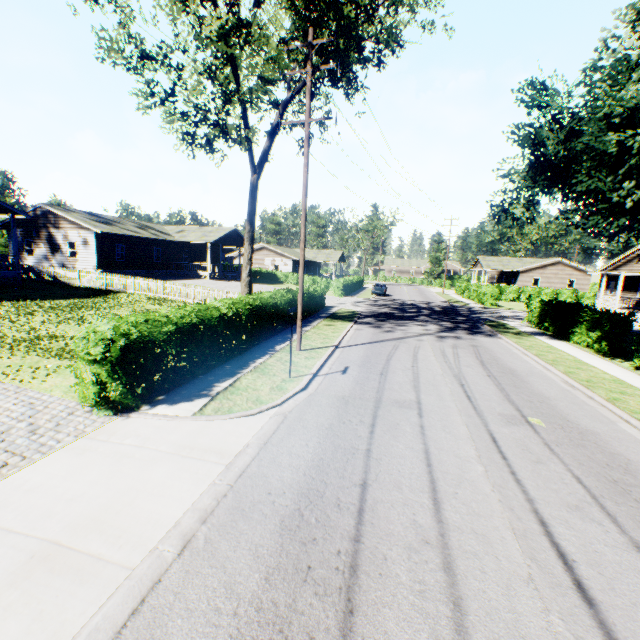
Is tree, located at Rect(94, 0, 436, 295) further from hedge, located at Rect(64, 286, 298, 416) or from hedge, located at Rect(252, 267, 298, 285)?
hedge, located at Rect(252, 267, 298, 285)

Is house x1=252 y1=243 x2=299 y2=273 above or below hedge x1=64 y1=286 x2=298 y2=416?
above

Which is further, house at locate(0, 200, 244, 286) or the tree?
house at locate(0, 200, 244, 286)

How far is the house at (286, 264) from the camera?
51.5m

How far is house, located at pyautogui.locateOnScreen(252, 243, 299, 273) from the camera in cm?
5150

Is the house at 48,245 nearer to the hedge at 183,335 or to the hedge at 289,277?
the hedge at 289,277

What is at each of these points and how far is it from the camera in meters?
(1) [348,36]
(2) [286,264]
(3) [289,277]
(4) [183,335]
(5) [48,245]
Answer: (1) tree, 13.9
(2) house, 51.7
(3) hedge, 49.1
(4) hedge, 10.8
(5) house, 29.6
